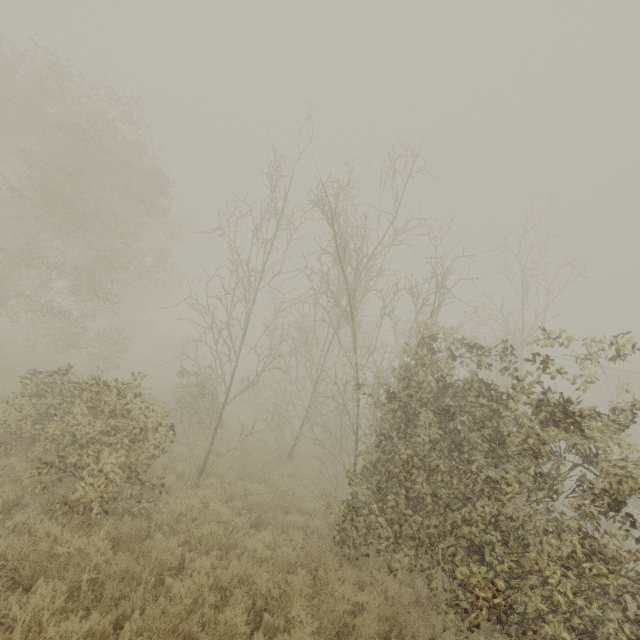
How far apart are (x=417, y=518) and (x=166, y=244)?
36.5m
